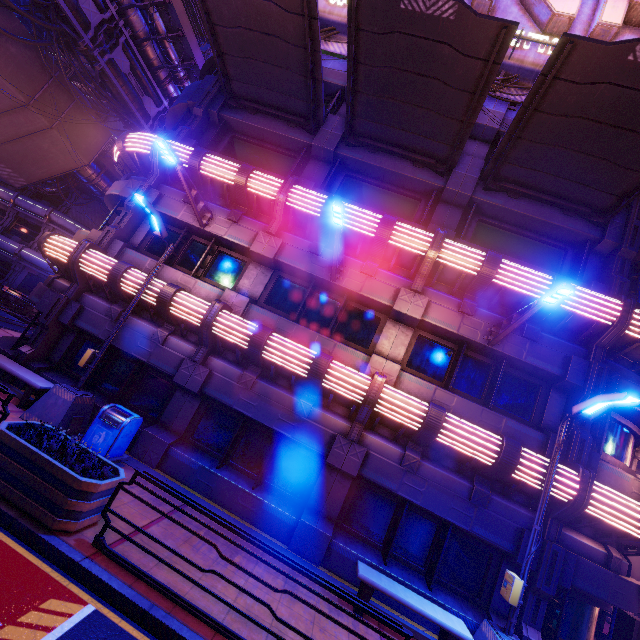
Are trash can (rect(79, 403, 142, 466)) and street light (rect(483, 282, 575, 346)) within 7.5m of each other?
no

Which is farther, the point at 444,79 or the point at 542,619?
the point at 444,79

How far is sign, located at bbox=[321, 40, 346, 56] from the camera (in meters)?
12.65

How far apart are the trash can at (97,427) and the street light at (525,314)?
9.7m

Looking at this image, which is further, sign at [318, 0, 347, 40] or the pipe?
the pipe

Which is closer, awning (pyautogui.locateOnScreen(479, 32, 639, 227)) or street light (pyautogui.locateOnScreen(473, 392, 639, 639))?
street light (pyautogui.locateOnScreen(473, 392, 639, 639))

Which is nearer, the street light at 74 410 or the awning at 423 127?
the awning at 423 127

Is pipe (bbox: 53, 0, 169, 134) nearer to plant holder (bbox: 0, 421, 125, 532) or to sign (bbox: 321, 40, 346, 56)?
sign (bbox: 321, 40, 346, 56)
